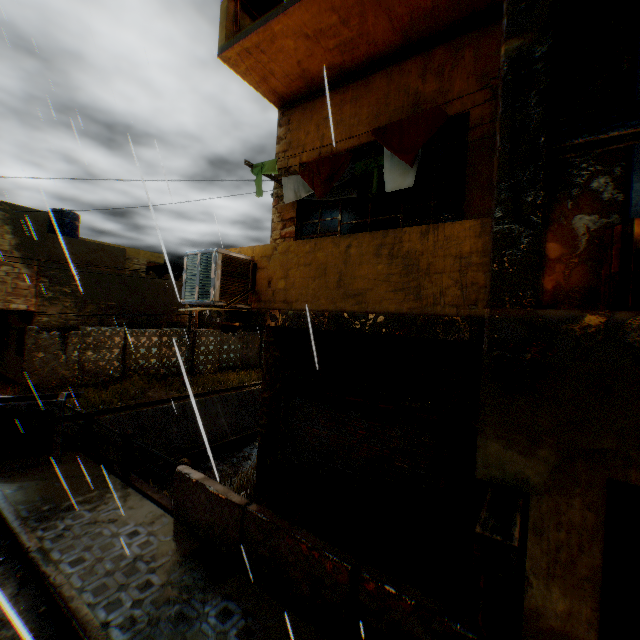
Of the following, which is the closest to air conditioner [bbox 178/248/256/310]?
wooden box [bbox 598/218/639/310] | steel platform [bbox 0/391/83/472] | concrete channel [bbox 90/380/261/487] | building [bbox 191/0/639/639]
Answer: building [bbox 191/0/639/639]

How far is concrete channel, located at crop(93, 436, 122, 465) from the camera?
12.9 meters

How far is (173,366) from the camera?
19.73m

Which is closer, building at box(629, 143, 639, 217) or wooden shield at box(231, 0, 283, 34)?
wooden shield at box(231, 0, 283, 34)

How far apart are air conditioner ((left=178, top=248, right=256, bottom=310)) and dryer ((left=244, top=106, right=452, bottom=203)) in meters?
1.4 m

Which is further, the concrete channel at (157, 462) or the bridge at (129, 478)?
the concrete channel at (157, 462)

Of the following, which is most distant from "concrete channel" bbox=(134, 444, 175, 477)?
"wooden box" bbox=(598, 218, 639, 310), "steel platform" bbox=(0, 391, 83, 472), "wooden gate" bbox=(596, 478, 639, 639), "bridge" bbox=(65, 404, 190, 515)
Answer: "wooden box" bbox=(598, 218, 639, 310)

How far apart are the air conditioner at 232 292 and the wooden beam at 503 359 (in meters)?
3.29
